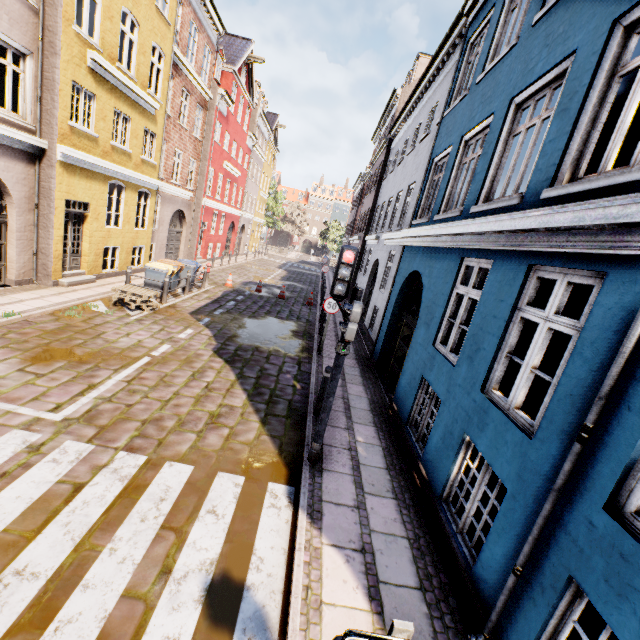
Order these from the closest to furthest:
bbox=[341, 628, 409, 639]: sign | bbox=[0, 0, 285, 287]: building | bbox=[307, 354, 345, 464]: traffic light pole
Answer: bbox=[341, 628, 409, 639]: sign → bbox=[307, 354, 345, 464]: traffic light pole → bbox=[0, 0, 285, 287]: building

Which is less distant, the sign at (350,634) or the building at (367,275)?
the sign at (350,634)

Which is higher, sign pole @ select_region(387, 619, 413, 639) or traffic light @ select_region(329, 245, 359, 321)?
traffic light @ select_region(329, 245, 359, 321)

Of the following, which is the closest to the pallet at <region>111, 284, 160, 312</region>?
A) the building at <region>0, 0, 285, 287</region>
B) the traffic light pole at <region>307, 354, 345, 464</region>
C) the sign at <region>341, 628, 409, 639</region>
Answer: the building at <region>0, 0, 285, 287</region>

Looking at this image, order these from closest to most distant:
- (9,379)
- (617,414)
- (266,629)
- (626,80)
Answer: (617,414), (266,629), (9,379), (626,80)

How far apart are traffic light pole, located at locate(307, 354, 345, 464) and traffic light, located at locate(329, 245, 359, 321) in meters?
0.5 m

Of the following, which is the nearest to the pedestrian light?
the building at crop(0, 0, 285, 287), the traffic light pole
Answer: the traffic light pole

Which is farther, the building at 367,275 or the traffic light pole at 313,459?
the traffic light pole at 313,459
